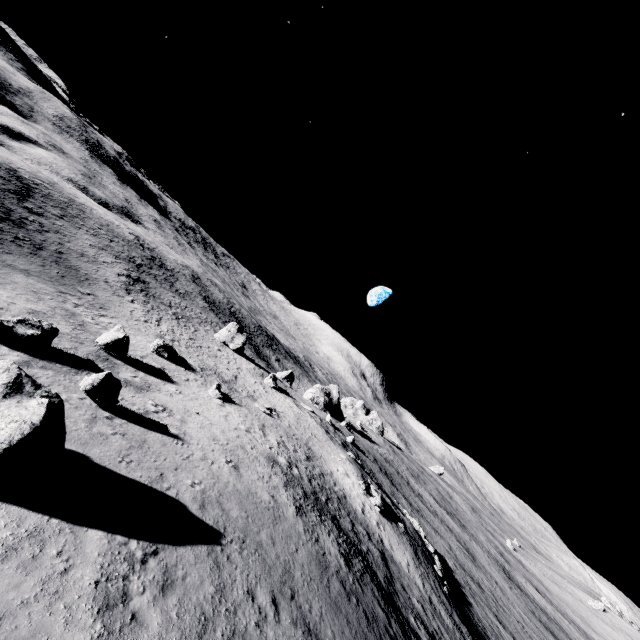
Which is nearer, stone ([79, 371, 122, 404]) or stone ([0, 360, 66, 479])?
stone ([0, 360, 66, 479])

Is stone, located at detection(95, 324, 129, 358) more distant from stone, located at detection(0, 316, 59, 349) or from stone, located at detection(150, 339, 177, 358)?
stone, located at detection(150, 339, 177, 358)

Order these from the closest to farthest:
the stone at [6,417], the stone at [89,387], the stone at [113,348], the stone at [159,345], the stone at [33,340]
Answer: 1. the stone at [6,417]
2. the stone at [89,387]
3. the stone at [33,340]
4. the stone at [113,348]
5. the stone at [159,345]

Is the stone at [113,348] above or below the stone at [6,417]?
below

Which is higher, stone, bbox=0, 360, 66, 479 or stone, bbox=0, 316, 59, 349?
stone, bbox=0, 360, 66, 479

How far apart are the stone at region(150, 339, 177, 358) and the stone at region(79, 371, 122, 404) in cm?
1726

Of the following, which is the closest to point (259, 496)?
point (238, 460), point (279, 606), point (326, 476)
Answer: point (238, 460)

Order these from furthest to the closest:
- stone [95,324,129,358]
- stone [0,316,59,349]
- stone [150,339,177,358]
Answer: stone [150,339,177,358]
stone [95,324,129,358]
stone [0,316,59,349]
